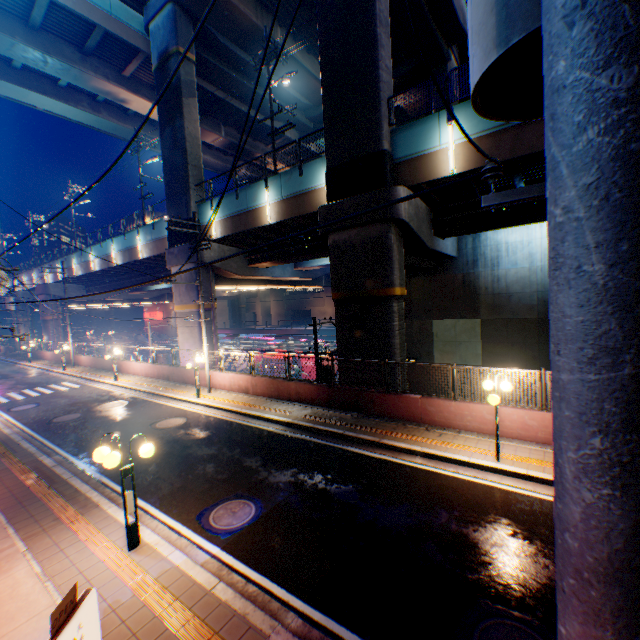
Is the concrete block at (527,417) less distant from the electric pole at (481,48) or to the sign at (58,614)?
the electric pole at (481,48)

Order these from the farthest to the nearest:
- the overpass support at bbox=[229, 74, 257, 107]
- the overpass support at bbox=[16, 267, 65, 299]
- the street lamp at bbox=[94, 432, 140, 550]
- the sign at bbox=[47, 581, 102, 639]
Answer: the overpass support at bbox=[16, 267, 65, 299]
the overpass support at bbox=[229, 74, 257, 107]
the street lamp at bbox=[94, 432, 140, 550]
the sign at bbox=[47, 581, 102, 639]

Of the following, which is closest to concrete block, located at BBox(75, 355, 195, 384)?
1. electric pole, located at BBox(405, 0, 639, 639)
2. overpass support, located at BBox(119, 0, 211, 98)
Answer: overpass support, located at BBox(119, 0, 211, 98)

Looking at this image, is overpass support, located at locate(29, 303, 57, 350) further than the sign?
Yes

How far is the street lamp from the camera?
5.9 meters

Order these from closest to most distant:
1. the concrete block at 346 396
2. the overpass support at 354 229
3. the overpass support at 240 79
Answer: the concrete block at 346 396
the overpass support at 354 229
the overpass support at 240 79

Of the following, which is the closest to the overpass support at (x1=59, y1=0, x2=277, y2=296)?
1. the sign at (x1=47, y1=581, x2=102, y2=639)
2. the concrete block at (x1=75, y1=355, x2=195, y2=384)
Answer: the concrete block at (x1=75, y1=355, x2=195, y2=384)

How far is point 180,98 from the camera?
21.22m
